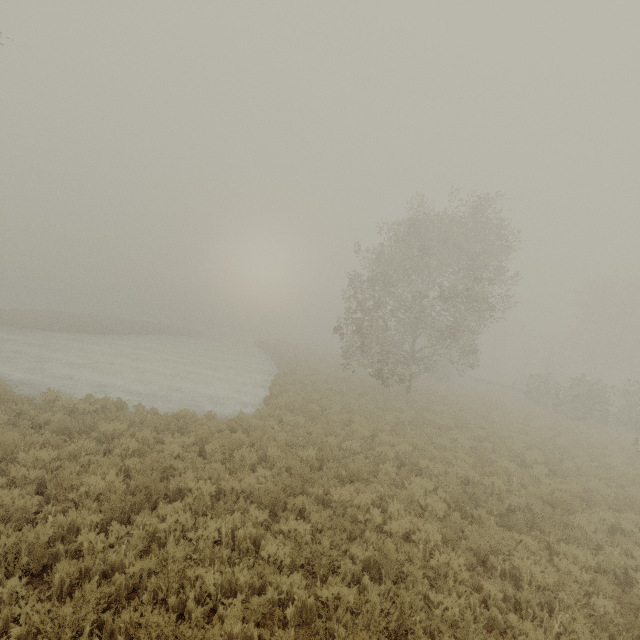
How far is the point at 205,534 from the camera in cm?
535

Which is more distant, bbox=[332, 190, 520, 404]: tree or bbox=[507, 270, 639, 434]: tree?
bbox=[507, 270, 639, 434]: tree

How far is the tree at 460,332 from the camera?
19.6 meters

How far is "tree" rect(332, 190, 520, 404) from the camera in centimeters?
1962cm

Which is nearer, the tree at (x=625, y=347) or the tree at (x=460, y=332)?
the tree at (x=460, y=332)
